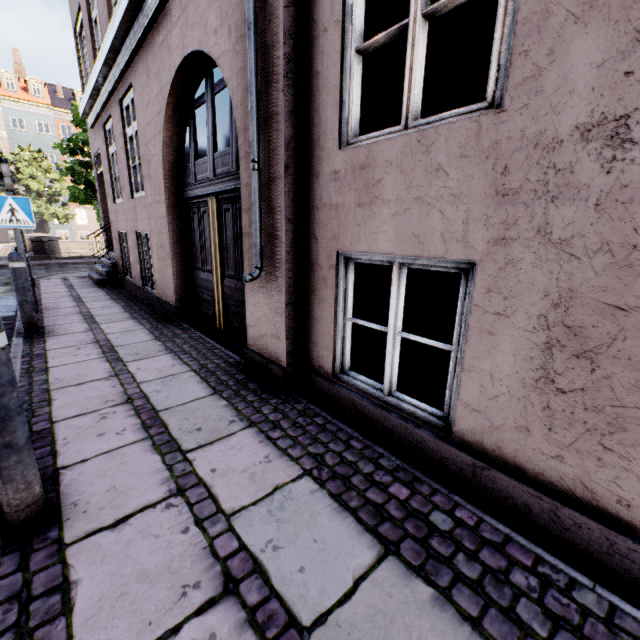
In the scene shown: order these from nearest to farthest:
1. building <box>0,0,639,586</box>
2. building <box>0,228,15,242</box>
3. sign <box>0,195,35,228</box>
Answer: building <box>0,0,639,586</box> < sign <box>0,195,35,228</box> < building <box>0,228,15,242</box>

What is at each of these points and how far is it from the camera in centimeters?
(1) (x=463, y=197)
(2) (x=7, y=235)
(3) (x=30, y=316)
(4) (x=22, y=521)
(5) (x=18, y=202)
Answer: (1) building, 172cm
(2) building, 3344cm
(3) bollard, 446cm
(4) bollard, 156cm
(5) sign, 516cm

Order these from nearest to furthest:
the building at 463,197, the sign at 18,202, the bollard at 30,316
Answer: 1. the building at 463,197
2. the bollard at 30,316
3. the sign at 18,202

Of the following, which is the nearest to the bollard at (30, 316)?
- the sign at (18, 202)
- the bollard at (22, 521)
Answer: the sign at (18, 202)

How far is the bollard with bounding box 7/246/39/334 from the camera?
4.25m

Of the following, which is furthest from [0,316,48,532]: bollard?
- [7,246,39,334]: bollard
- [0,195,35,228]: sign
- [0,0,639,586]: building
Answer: [0,195,35,228]: sign

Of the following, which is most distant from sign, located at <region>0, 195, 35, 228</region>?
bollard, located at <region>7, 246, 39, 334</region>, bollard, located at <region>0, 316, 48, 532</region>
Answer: bollard, located at <region>0, 316, 48, 532</region>
